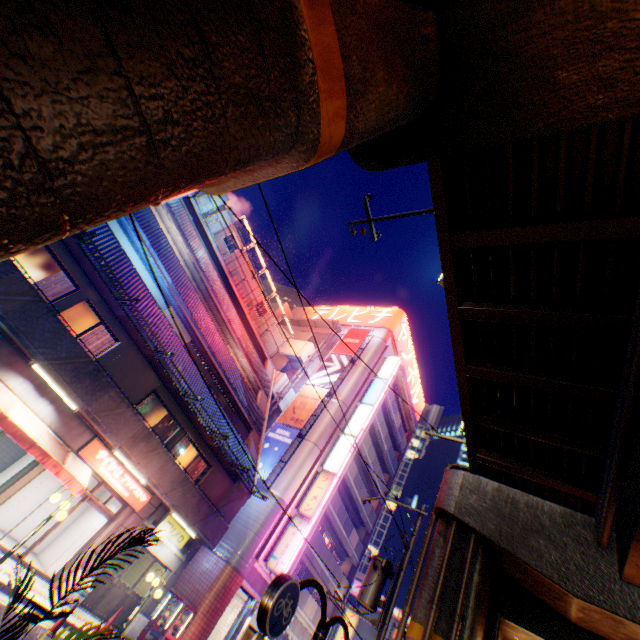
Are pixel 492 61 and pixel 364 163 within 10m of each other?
yes

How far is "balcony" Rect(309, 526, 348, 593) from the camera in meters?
24.4 m

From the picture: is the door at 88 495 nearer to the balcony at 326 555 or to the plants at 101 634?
the plants at 101 634

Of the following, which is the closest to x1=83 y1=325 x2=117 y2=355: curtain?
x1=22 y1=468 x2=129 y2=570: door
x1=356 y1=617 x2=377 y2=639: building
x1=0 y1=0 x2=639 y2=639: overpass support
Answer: x1=22 y1=468 x2=129 y2=570: door

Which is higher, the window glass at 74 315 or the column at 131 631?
the window glass at 74 315

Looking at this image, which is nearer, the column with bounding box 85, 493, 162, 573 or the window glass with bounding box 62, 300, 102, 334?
the window glass with bounding box 62, 300, 102, 334

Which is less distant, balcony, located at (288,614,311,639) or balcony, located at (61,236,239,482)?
balcony, located at (61,236,239,482)

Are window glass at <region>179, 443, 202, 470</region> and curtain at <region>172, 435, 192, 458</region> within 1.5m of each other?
yes
